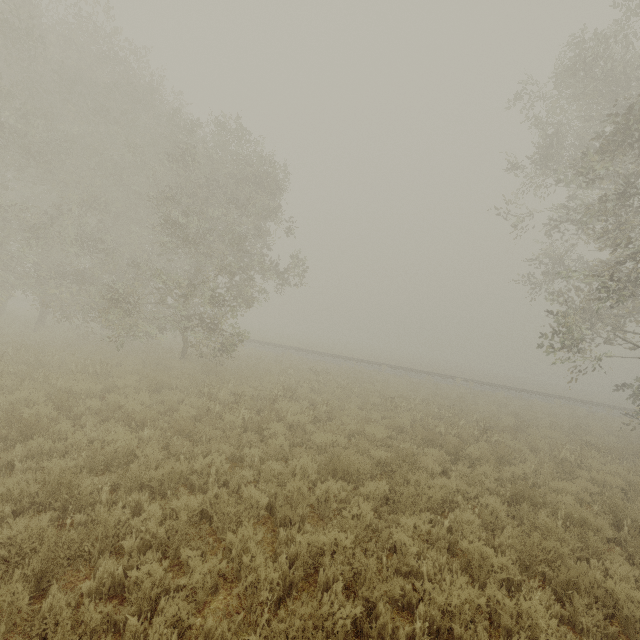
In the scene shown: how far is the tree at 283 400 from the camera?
9.6 meters

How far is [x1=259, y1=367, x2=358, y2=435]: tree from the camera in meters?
9.6

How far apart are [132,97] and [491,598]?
21.8 meters

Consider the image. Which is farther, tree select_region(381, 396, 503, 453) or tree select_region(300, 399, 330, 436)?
tree select_region(381, 396, 503, 453)

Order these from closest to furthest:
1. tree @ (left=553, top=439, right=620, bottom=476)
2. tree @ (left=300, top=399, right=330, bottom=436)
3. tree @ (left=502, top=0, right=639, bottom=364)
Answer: tree @ (left=502, top=0, right=639, bottom=364), tree @ (left=300, top=399, right=330, bottom=436), tree @ (left=553, top=439, right=620, bottom=476)

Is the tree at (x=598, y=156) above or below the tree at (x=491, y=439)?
above
